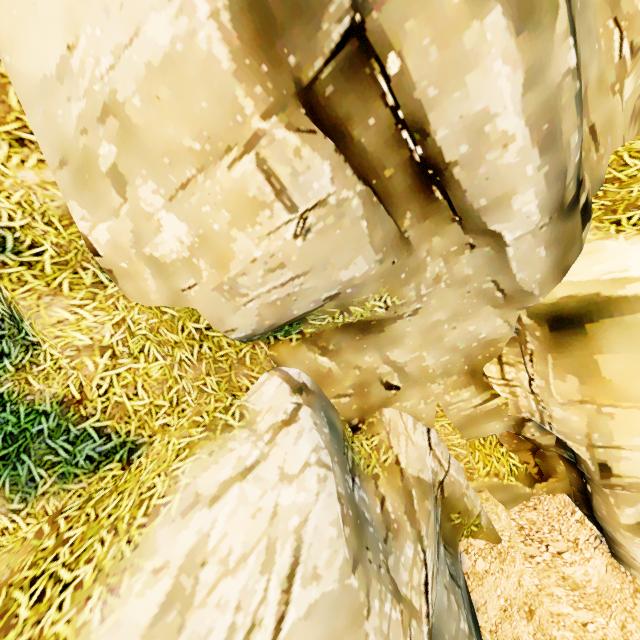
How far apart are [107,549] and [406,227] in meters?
3.8
